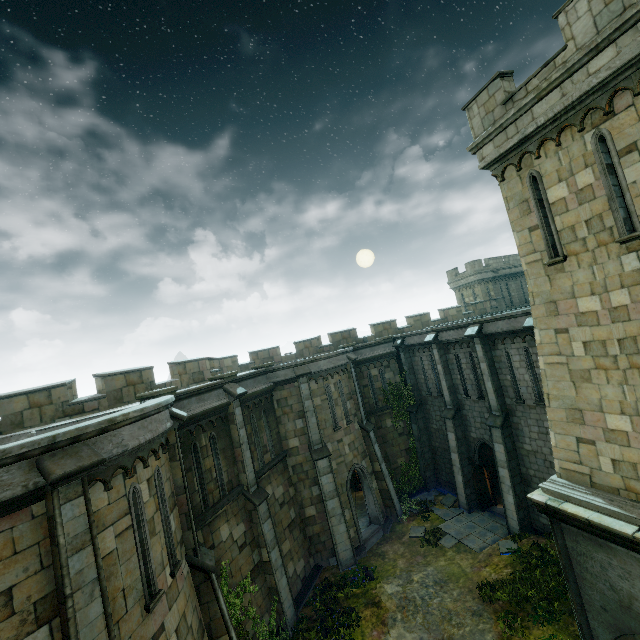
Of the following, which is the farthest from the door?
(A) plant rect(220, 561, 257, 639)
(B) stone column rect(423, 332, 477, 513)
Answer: (A) plant rect(220, 561, 257, 639)

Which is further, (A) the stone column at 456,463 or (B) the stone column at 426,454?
(B) the stone column at 426,454

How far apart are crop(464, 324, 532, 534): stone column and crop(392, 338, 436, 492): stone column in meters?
5.7

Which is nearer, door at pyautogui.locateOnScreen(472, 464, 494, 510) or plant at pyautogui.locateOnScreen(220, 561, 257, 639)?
plant at pyautogui.locateOnScreen(220, 561, 257, 639)

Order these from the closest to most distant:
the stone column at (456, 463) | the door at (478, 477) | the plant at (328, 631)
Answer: the plant at (328, 631), the door at (478, 477), the stone column at (456, 463)

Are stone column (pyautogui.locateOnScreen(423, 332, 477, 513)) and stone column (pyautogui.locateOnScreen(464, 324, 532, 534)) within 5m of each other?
yes

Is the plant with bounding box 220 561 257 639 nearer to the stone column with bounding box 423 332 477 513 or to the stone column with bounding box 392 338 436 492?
the stone column with bounding box 423 332 477 513

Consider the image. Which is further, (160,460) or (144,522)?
(160,460)
